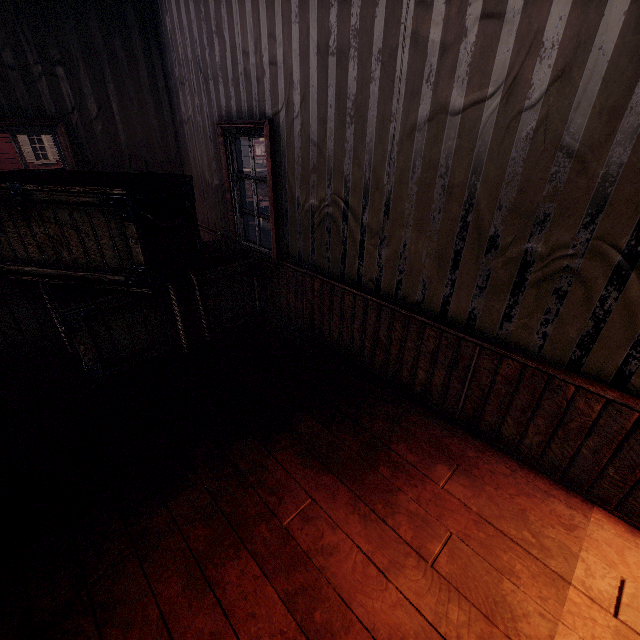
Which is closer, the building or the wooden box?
the building

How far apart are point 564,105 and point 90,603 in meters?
3.6 m

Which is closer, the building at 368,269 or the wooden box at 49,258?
the building at 368,269
